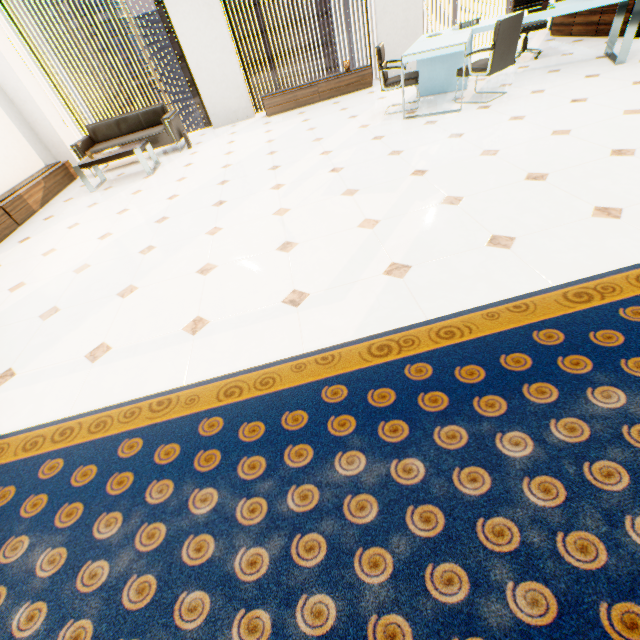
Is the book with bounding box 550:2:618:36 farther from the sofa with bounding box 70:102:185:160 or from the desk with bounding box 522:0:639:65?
the sofa with bounding box 70:102:185:160

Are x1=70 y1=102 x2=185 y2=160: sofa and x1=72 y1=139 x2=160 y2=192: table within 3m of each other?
yes

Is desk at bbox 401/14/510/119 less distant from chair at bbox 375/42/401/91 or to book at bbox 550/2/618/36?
chair at bbox 375/42/401/91

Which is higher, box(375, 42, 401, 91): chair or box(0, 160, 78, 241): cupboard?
box(375, 42, 401, 91): chair

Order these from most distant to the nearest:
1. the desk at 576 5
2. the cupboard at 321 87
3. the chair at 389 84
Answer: the cupboard at 321 87 → the chair at 389 84 → the desk at 576 5

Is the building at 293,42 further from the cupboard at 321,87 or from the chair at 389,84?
the chair at 389,84

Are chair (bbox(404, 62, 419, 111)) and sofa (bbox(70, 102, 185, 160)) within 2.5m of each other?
no

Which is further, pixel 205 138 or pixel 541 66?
pixel 205 138
